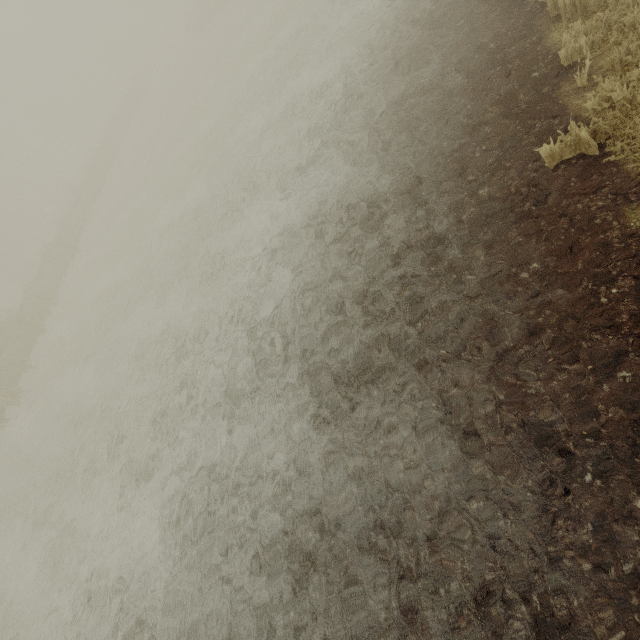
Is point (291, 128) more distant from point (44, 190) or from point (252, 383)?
point (44, 190)
